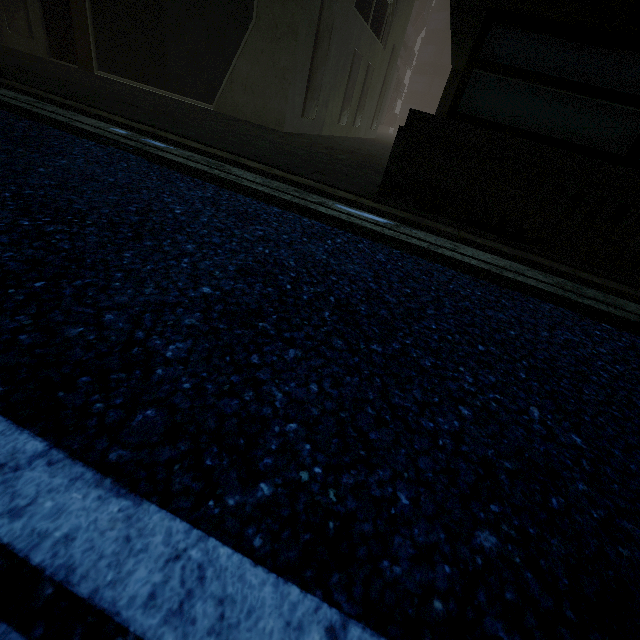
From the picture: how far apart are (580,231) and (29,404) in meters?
4.8 m
